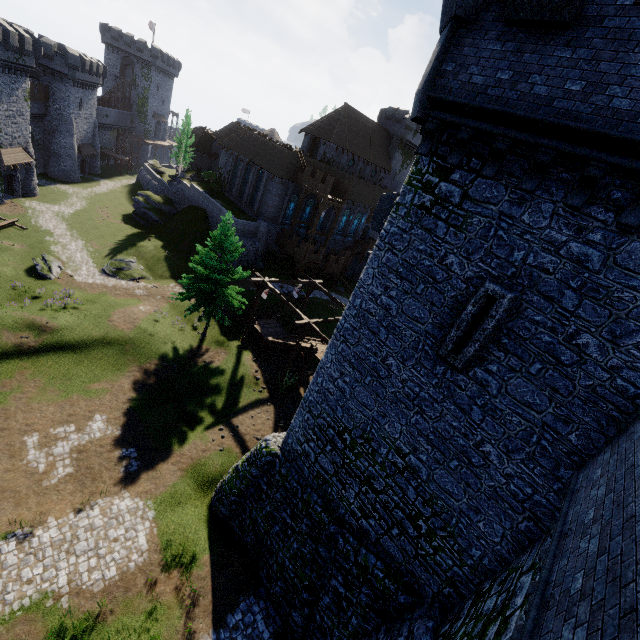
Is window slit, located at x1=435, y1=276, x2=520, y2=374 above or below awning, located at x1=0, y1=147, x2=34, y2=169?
above

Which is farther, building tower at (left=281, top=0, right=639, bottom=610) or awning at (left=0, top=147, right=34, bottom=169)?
awning at (left=0, top=147, right=34, bottom=169)

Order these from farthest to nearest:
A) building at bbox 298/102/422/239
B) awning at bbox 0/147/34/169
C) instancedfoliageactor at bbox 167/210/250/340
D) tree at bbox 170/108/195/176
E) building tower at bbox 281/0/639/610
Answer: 1. tree at bbox 170/108/195/176
2. building at bbox 298/102/422/239
3. awning at bbox 0/147/34/169
4. instancedfoliageactor at bbox 167/210/250/340
5. building tower at bbox 281/0/639/610

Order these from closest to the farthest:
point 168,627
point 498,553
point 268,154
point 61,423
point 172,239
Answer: point 498,553, point 168,627, point 61,423, point 268,154, point 172,239

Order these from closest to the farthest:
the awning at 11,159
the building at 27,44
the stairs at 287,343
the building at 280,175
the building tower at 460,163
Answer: the building tower at 460,163, the stairs at 287,343, the building at 27,44, the awning at 11,159, the building at 280,175

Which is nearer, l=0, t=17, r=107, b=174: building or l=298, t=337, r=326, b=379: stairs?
l=298, t=337, r=326, b=379: stairs

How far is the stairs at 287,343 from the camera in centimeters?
2631cm

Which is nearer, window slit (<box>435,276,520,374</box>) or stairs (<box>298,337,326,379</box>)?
window slit (<box>435,276,520,374</box>)
